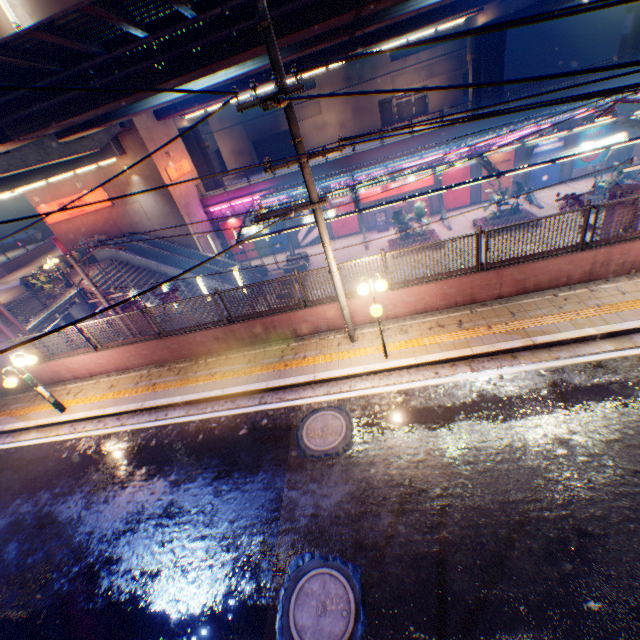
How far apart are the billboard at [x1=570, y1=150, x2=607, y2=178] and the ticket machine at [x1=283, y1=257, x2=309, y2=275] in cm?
2424

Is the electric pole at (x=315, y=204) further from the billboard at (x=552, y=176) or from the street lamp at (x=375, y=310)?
the billboard at (x=552, y=176)

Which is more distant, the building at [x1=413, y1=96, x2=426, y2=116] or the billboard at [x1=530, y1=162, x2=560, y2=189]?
the building at [x1=413, y1=96, x2=426, y2=116]

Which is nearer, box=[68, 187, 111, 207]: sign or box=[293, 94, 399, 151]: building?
box=[68, 187, 111, 207]: sign

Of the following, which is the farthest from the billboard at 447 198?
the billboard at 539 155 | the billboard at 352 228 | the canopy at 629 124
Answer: the billboard at 352 228

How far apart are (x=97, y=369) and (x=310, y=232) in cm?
2404

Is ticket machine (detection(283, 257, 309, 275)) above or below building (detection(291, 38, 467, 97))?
below

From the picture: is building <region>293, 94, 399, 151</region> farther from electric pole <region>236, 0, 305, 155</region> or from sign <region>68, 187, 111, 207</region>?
electric pole <region>236, 0, 305, 155</region>
